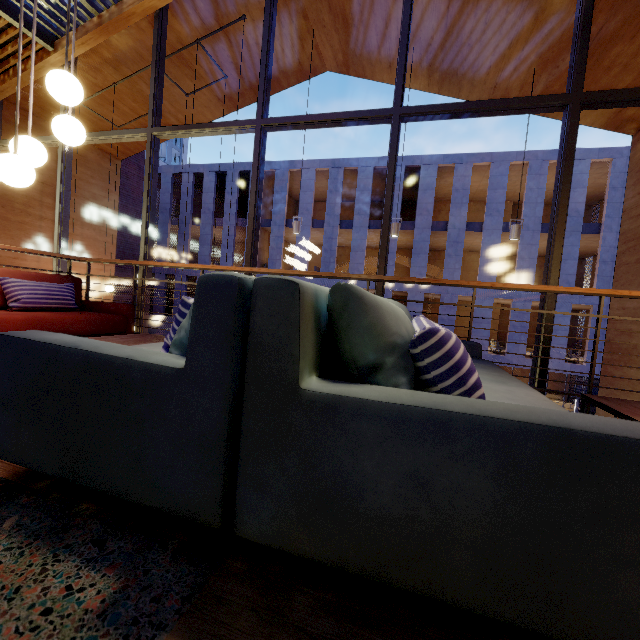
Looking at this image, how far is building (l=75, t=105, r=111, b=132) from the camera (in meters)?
7.25

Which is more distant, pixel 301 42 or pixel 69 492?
pixel 301 42

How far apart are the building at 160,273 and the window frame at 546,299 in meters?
16.8

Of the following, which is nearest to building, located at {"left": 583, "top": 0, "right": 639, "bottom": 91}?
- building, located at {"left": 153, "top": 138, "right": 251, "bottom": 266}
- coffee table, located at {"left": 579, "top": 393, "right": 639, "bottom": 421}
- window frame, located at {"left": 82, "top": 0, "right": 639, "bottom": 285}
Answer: window frame, located at {"left": 82, "top": 0, "right": 639, "bottom": 285}

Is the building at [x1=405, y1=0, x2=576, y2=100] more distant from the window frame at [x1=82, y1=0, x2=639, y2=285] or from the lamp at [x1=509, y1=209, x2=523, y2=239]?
the lamp at [x1=509, y1=209, x2=523, y2=239]

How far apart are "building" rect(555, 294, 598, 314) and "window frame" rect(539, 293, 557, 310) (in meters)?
16.76

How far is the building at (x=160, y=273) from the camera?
25.08m

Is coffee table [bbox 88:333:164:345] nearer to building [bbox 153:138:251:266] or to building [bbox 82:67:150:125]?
building [bbox 82:67:150:125]
